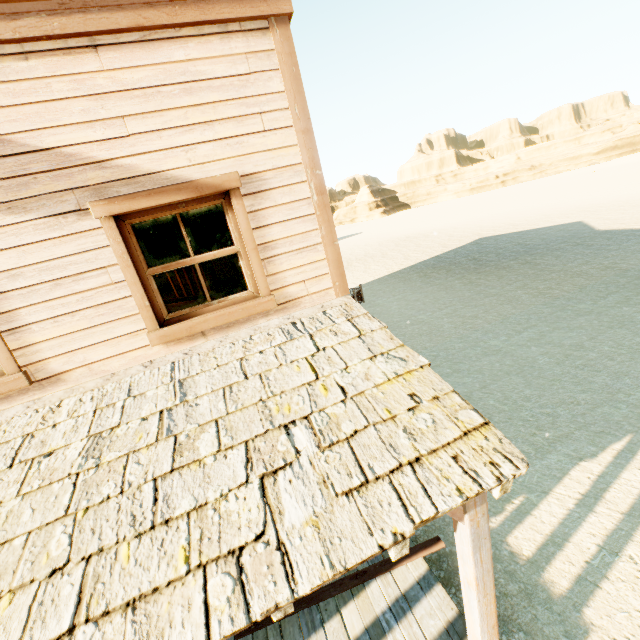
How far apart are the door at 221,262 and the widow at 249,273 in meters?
6.8

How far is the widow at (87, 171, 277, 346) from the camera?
2.81m

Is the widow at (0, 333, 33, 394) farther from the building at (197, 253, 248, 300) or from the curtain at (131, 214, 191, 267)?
the curtain at (131, 214, 191, 267)

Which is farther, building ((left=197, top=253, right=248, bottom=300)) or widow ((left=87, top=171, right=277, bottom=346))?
building ((left=197, top=253, right=248, bottom=300))

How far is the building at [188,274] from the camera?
8.1m

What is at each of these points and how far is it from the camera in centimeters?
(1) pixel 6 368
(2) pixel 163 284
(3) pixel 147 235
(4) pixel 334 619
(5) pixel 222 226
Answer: (1) widow, 279cm
(2) door, 1196cm
(3) curtain, 311cm
(4) building, 379cm
(5) curtain, 332cm

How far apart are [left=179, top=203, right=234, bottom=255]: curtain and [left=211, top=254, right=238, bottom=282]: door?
6.72m

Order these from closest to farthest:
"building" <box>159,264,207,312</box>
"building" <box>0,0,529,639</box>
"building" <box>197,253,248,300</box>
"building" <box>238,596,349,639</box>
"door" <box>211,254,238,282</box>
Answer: "building" <box>0,0,529,639</box> < "building" <box>238,596,349,639</box> < "building" <box>197,253,248,300</box> < "building" <box>159,264,207,312</box> < "door" <box>211,254,238,282</box>
